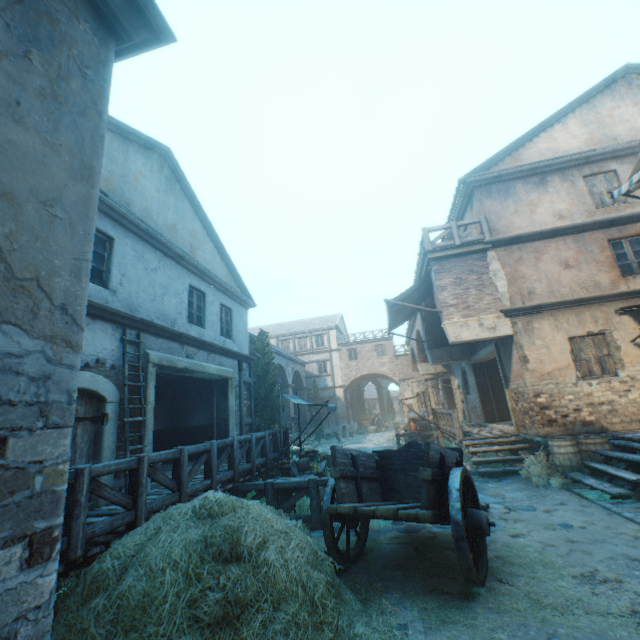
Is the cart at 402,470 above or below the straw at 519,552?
above

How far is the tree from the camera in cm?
1780

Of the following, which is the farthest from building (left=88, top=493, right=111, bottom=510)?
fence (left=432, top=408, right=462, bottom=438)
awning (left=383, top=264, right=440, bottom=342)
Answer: fence (left=432, top=408, right=462, bottom=438)

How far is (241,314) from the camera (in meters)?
14.12

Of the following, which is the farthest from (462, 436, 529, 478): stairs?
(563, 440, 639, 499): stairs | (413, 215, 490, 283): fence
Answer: (413, 215, 490, 283): fence

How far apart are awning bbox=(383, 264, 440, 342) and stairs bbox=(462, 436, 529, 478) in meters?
4.5

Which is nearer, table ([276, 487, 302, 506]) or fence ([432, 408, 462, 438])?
table ([276, 487, 302, 506])

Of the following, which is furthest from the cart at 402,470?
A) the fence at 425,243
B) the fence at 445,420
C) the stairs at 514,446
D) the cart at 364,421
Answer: the cart at 364,421
